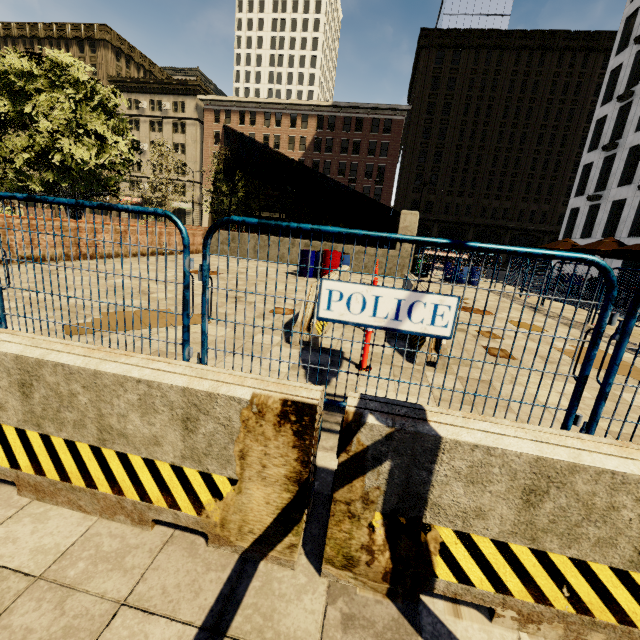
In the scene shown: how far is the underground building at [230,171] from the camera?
16.48m

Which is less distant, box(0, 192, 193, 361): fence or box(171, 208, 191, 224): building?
box(0, 192, 193, 361): fence

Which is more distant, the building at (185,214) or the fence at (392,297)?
the building at (185,214)

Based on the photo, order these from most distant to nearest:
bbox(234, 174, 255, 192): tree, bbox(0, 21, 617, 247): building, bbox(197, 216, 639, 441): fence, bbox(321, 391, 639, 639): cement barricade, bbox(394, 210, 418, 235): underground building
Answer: bbox(0, 21, 617, 247): building → bbox(234, 174, 255, 192): tree → bbox(394, 210, 418, 235): underground building → bbox(197, 216, 639, 441): fence → bbox(321, 391, 639, 639): cement barricade

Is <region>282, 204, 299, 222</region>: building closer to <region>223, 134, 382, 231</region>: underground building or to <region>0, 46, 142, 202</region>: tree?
<region>0, 46, 142, 202</region>: tree

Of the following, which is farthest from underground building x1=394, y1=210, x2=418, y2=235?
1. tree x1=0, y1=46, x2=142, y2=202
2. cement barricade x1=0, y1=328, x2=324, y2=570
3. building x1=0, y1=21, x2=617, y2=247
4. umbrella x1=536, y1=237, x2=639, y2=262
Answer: building x1=0, y1=21, x2=617, y2=247

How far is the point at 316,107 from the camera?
45.9 meters
